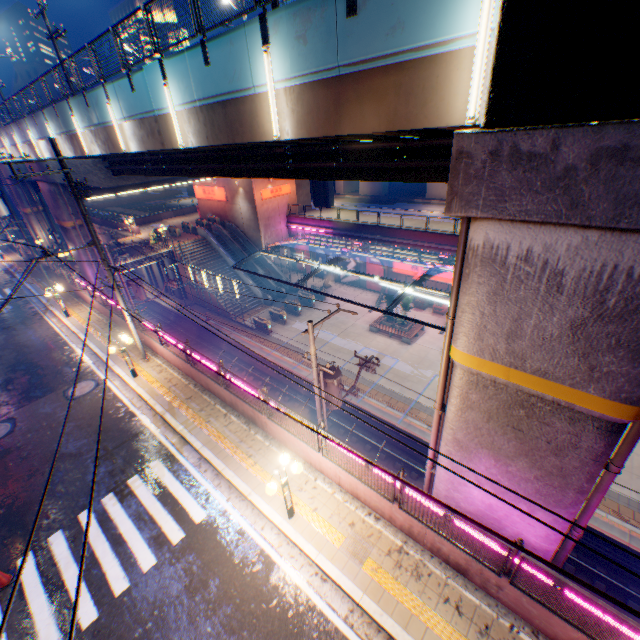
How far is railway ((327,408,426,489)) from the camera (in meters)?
17.89

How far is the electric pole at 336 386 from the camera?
11.3 meters

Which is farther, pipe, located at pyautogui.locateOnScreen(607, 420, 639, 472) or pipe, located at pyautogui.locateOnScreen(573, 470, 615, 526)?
pipe, located at pyautogui.locateOnScreen(573, 470, 615, 526)

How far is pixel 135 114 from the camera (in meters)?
12.67

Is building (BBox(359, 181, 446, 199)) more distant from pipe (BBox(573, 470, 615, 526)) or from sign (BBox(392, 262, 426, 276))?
pipe (BBox(573, 470, 615, 526))

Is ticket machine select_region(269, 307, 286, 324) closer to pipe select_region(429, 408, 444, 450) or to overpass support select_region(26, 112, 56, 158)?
overpass support select_region(26, 112, 56, 158)

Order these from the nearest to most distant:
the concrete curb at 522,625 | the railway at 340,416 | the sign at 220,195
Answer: the concrete curb at 522,625
the railway at 340,416
the sign at 220,195

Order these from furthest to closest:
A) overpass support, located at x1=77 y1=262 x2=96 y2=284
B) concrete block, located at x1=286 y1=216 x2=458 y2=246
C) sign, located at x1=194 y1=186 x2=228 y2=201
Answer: sign, located at x1=194 y1=186 x2=228 y2=201 < concrete block, located at x1=286 y1=216 x2=458 y2=246 < overpass support, located at x1=77 y1=262 x2=96 y2=284
